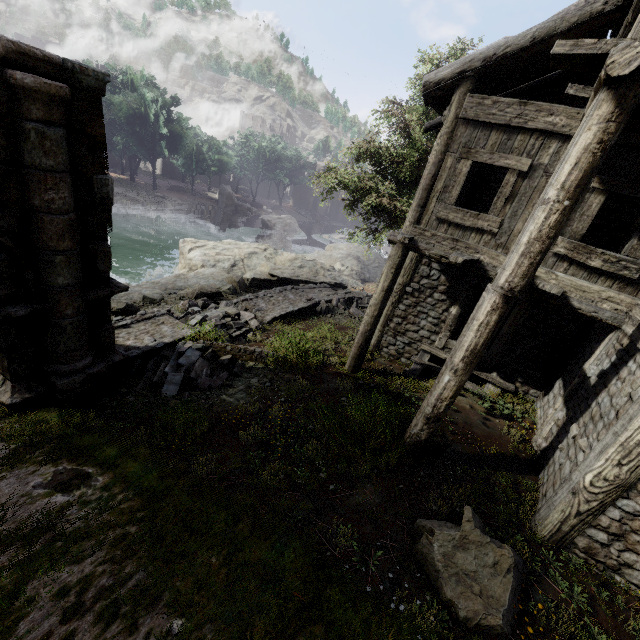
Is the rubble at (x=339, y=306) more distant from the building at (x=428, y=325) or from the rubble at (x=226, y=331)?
the building at (x=428, y=325)

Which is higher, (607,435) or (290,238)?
(607,435)

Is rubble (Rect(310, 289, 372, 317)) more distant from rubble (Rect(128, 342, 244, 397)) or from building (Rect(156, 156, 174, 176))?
rubble (Rect(128, 342, 244, 397))

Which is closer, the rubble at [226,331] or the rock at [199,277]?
the rubble at [226,331]

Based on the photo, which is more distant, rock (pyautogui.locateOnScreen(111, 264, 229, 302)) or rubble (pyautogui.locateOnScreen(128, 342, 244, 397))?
rock (pyautogui.locateOnScreen(111, 264, 229, 302))

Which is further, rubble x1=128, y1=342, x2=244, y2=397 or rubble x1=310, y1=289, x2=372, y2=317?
rubble x1=310, y1=289, x2=372, y2=317

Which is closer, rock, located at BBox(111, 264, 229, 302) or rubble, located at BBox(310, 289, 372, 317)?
rock, located at BBox(111, 264, 229, 302)

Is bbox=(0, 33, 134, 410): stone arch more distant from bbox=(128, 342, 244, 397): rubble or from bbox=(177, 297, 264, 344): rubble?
bbox=(177, 297, 264, 344): rubble
